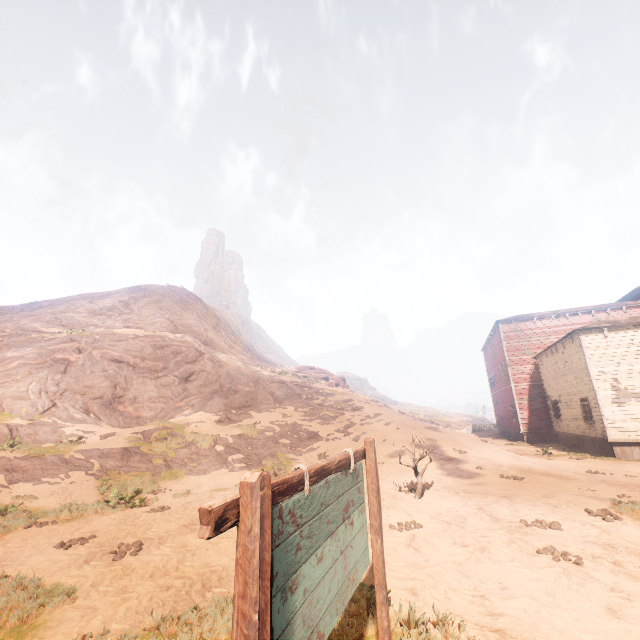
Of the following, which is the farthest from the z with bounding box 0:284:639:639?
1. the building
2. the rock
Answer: the rock

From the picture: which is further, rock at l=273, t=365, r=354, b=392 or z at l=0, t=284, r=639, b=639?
rock at l=273, t=365, r=354, b=392

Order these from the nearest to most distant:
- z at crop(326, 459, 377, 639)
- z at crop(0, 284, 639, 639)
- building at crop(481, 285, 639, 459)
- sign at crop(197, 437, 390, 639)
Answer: sign at crop(197, 437, 390, 639) < z at crop(326, 459, 377, 639) < z at crop(0, 284, 639, 639) < building at crop(481, 285, 639, 459)

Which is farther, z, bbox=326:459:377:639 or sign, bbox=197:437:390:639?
z, bbox=326:459:377:639

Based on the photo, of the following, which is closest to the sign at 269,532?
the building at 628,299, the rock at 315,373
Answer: the building at 628,299

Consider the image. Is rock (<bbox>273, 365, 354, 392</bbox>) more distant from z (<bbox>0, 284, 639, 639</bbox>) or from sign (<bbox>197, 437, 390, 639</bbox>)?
sign (<bbox>197, 437, 390, 639</bbox>)

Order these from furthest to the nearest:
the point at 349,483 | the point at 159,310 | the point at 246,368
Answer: the point at 159,310, the point at 246,368, the point at 349,483

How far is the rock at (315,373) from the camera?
33.38m
